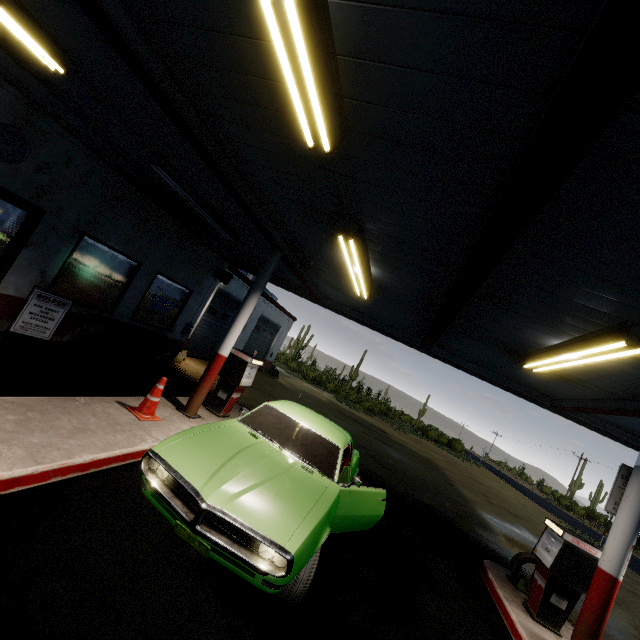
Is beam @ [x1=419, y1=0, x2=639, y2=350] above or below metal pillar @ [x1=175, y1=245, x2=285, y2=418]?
above

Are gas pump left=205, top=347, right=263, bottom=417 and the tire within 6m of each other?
no

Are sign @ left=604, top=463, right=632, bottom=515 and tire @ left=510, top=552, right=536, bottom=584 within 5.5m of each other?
yes

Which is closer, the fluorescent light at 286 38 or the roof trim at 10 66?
the fluorescent light at 286 38

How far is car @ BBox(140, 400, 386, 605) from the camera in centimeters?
285cm

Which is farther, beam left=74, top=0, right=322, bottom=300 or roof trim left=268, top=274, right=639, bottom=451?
roof trim left=268, top=274, right=639, bottom=451

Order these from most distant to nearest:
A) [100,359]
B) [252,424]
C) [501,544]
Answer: [501,544] → [100,359] → [252,424]

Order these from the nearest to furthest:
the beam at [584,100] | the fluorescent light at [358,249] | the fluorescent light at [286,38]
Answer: the beam at [584,100] → the fluorescent light at [286,38] → the fluorescent light at [358,249]
